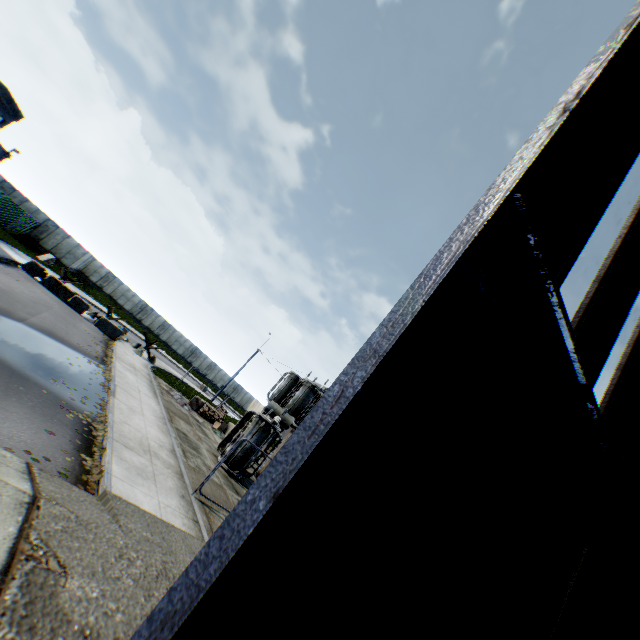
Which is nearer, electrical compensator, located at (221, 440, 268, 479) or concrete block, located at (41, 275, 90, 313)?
electrical compensator, located at (221, 440, 268, 479)

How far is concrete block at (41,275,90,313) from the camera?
Result: 21.66m

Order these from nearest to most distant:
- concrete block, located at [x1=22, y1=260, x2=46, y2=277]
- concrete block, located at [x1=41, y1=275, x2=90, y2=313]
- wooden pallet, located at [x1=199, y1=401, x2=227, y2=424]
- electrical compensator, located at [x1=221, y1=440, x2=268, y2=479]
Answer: electrical compensator, located at [x1=221, y1=440, x2=268, y2=479], concrete block, located at [x1=22, y1=260, x2=46, y2=277], concrete block, located at [x1=41, y1=275, x2=90, y2=313], wooden pallet, located at [x1=199, y1=401, x2=227, y2=424]

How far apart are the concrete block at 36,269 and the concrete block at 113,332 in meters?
4.4

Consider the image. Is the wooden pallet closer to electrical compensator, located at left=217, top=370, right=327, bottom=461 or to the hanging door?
electrical compensator, located at left=217, top=370, right=327, bottom=461

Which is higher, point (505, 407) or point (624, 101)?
point (624, 101)

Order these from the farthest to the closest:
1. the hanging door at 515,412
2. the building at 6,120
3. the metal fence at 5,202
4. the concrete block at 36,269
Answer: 1. the metal fence at 5,202
2. the concrete block at 36,269
3. the building at 6,120
4. the hanging door at 515,412

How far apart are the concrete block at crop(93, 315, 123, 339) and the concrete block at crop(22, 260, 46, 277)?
4.4 meters
